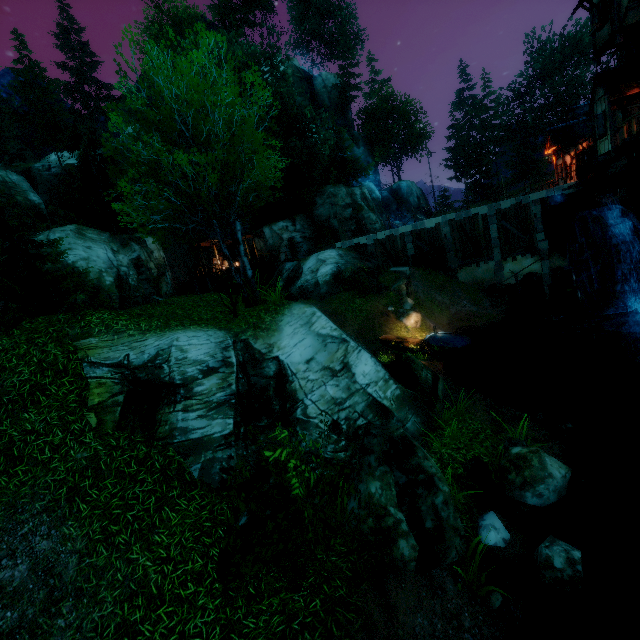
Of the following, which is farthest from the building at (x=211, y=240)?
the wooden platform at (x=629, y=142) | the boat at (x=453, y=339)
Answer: the wooden platform at (x=629, y=142)

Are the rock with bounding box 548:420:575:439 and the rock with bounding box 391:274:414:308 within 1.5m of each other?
no

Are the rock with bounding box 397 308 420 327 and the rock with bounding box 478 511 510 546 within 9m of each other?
no

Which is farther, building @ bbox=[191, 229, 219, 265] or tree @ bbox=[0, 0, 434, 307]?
building @ bbox=[191, 229, 219, 265]

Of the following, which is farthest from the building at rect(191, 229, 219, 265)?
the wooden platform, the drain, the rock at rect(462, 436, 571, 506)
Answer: the rock at rect(462, 436, 571, 506)

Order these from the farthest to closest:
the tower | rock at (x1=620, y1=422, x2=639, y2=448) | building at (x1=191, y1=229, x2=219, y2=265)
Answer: building at (x1=191, y1=229, x2=219, y2=265) < the tower < rock at (x1=620, y1=422, x2=639, y2=448)

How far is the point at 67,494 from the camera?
6.7m

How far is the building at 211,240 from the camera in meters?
30.9
